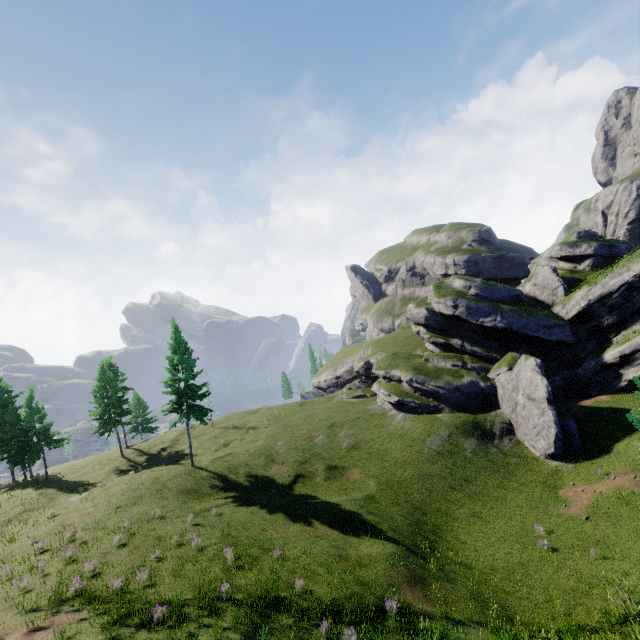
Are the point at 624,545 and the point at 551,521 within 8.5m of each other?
yes
